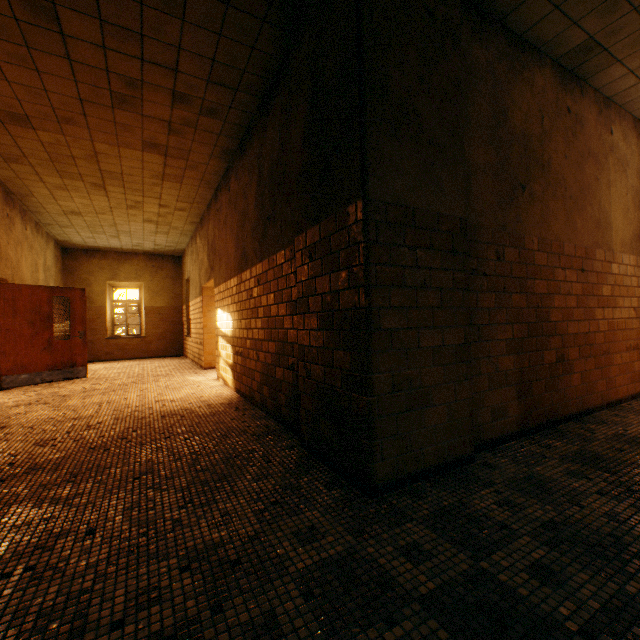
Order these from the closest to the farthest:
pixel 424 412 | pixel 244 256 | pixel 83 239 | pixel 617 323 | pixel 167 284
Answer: pixel 424 412 < pixel 617 323 < pixel 244 256 < pixel 83 239 < pixel 167 284
